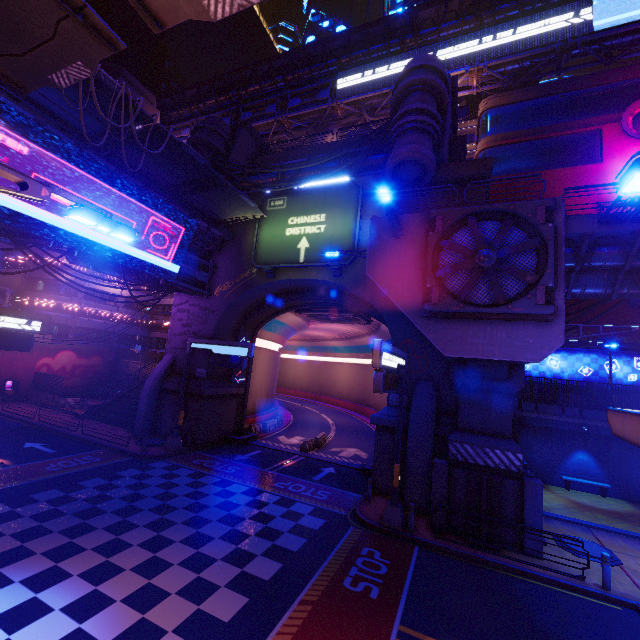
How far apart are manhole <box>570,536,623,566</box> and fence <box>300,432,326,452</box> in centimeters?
1495cm

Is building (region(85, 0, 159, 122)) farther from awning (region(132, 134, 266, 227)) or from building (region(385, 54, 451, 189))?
building (region(385, 54, 451, 189))

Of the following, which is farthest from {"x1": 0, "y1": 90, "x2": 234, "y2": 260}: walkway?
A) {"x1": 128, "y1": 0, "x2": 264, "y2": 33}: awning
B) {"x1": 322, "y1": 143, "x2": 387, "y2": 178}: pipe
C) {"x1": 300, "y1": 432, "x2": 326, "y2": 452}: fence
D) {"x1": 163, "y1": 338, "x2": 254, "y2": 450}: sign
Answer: {"x1": 300, "y1": 432, "x2": 326, "y2": 452}: fence

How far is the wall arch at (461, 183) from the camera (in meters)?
17.80

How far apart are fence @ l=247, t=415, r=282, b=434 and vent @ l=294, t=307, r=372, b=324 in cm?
1009

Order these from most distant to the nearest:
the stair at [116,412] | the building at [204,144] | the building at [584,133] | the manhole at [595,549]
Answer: the building at [584,133] → the stair at [116,412] → the building at [204,144] → the manhole at [595,549]

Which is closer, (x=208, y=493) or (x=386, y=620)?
(x=386, y=620)

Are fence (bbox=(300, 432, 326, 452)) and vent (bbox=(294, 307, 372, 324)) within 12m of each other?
yes
